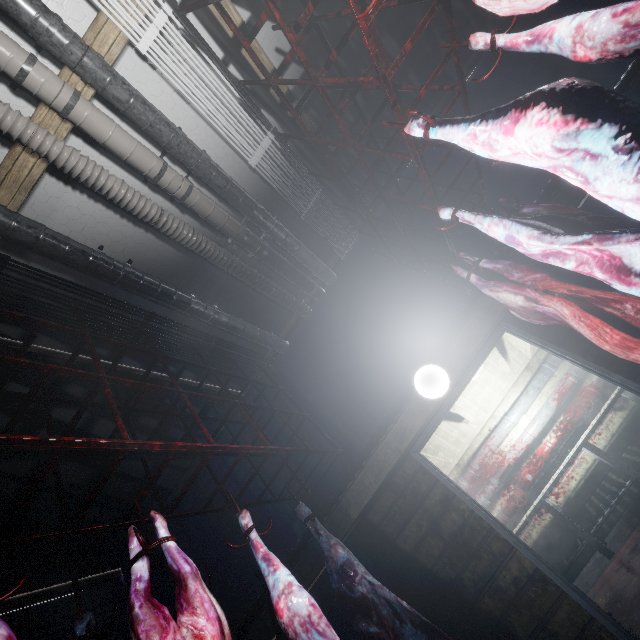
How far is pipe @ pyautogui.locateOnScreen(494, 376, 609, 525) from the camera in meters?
5.0 m

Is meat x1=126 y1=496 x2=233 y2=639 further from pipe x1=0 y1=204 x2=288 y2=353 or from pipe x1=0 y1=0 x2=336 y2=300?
pipe x1=0 y1=0 x2=336 y2=300

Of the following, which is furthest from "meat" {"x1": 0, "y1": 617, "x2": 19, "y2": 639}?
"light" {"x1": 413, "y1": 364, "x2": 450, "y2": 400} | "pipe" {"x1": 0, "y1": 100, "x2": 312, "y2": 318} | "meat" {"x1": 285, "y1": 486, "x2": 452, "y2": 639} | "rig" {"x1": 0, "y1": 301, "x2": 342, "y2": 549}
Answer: "light" {"x1": 413, "y1": 364, "x2": 450, "y2": 400}

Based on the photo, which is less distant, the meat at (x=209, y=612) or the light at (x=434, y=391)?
the meat at (x=209, y=612)

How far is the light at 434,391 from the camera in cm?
286

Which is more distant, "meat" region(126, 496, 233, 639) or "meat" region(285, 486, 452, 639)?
"meat" region(285, 486, 452, 639)

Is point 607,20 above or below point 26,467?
below

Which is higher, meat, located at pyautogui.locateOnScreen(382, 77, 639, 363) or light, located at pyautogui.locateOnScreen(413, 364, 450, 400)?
light, located at pyautogui.locateOnScreen(413, 364, 450, 400)
